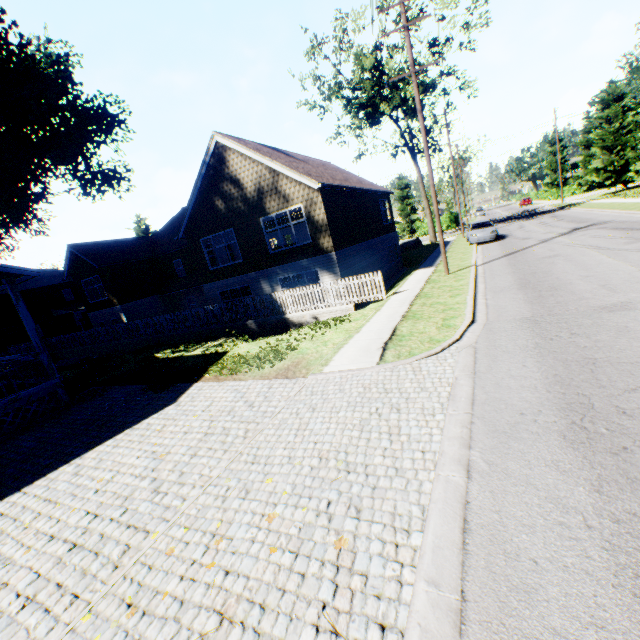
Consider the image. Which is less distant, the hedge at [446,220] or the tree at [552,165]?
the hedge at [446,220]

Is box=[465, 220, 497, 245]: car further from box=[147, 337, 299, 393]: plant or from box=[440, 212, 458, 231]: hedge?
box=[147, 337, 299, 393]: plant

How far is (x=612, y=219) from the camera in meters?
19.8 m

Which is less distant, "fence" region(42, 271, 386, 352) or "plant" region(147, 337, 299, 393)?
"plant" region(147, 337, 299, 393)

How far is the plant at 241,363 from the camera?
9.86m

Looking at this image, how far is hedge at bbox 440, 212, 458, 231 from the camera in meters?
51.0

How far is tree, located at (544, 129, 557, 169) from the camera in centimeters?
5869cm

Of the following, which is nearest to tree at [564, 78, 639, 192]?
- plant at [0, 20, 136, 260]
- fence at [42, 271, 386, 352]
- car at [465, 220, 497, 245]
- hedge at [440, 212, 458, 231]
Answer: car at [465, 220, 497, 245]
